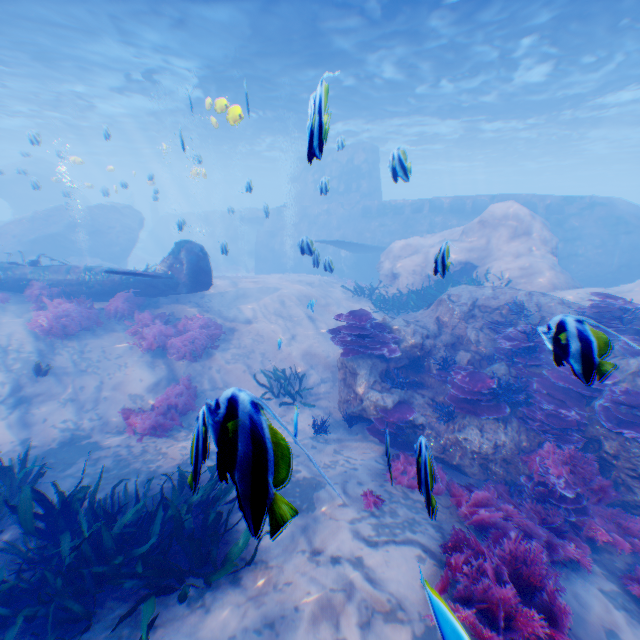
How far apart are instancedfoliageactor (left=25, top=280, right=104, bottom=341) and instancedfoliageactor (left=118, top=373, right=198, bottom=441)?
3.1 meters

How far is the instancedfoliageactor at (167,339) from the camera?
10.3 meters

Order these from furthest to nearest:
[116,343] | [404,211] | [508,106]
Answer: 1. [404,211]
2. [508,106]
3. [116,343]

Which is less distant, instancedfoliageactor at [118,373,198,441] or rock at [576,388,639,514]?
rock at [576,388,639,514]

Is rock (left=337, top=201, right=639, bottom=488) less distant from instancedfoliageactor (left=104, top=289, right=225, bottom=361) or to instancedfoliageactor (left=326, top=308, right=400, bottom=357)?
instancedfoliageactor (left=326, top=308, right=400, bottom=357)

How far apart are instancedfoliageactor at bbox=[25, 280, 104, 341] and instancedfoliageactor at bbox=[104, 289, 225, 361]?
0.7m

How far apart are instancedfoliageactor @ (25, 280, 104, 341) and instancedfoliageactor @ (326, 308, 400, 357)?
7.7m

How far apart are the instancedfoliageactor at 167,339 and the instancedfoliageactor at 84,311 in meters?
0.7
